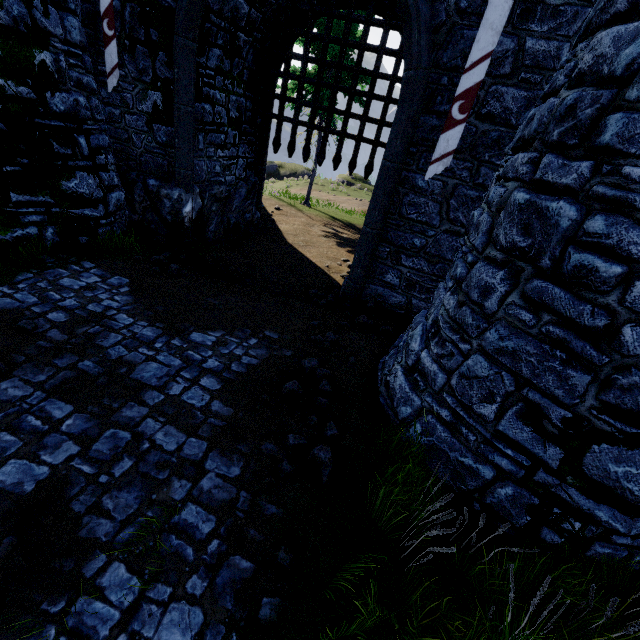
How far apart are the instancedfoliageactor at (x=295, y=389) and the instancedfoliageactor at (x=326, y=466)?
0.9 meters

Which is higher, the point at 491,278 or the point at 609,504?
the point at 491,278

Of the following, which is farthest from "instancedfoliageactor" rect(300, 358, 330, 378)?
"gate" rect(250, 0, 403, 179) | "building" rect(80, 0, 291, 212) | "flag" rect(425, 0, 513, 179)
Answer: "gate" rect(250, 0, 403, 179)

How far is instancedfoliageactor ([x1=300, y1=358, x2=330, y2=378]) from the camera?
5.18m

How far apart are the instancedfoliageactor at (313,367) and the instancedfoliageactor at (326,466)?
1.3 meters

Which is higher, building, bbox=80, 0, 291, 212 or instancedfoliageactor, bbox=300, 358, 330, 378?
building, bbox=80, 0, 291, 212

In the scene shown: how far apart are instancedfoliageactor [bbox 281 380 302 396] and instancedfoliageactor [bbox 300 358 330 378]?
0.38m

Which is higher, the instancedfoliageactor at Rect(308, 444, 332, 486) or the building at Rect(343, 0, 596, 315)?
the building at Rect(343, 0, 596, 315)
